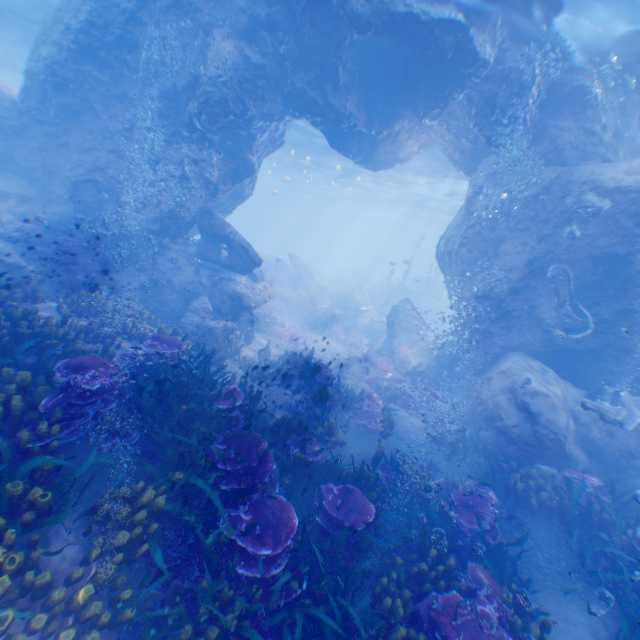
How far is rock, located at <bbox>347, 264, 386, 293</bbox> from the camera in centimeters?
4506cm

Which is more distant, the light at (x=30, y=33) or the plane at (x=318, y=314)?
the plane at (x=318, y=314)

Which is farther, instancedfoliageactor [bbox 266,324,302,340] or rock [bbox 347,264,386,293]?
rock [bbox 347,264,386,293]

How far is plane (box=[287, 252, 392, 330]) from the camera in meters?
23.0 m

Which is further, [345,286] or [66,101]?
[345,286]

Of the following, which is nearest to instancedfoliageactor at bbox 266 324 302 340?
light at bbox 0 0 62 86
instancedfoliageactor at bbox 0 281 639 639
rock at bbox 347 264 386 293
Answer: light at bbox 0 0 62 86

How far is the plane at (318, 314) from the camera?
23.0 meters

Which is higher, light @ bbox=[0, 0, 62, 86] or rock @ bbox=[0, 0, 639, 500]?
light @ bbox=[0, 0, 62, 86]
